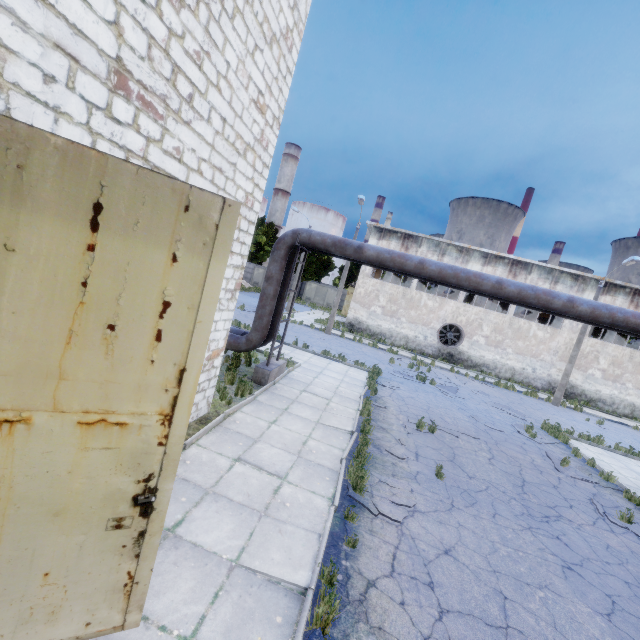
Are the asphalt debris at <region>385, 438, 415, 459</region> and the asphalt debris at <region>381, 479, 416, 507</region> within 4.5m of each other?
yes

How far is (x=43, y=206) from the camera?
1.96m

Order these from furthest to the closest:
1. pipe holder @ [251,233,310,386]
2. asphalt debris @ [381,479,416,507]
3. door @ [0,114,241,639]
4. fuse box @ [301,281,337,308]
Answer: fuse box @ [301,281,337,308] → pipe holder @ [251,233,310,386] → asphalt debris @ [381,479,416,507] → door @ [0,114,241,639]

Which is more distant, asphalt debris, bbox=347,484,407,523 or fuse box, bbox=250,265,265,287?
fuse box, bbox=250,265,265,287

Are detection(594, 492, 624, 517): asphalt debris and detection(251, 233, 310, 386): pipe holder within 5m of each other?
no

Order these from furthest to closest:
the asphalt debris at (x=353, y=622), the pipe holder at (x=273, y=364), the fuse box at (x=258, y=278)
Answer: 1. the fuse box at (x=258, y=278)
2. the pipe holder at (x=273, y=364)
3. the asphalt debris at (x=353, y=622)

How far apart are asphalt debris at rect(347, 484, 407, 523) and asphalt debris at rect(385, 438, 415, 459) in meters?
1.0 m

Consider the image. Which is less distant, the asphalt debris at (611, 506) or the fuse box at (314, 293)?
the asphalt debris at (611, 506)
